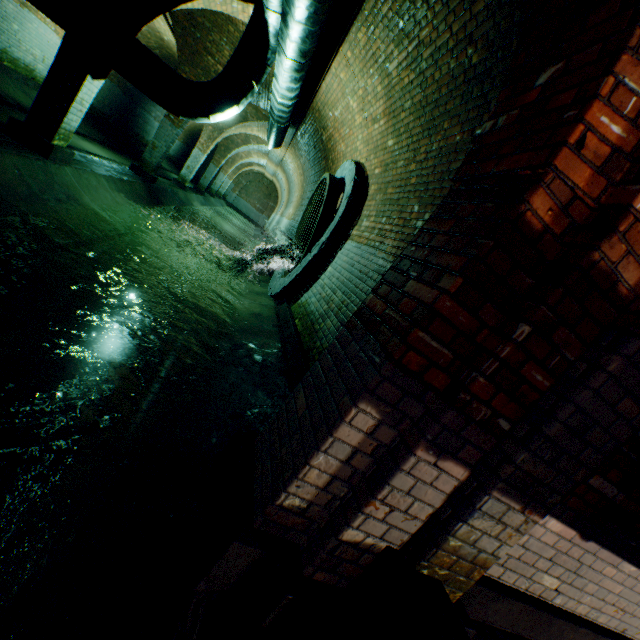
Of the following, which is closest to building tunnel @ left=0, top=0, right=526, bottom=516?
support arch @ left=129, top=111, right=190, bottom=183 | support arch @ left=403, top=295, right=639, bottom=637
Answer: support arch @ left=129, top=111, right=190, bottom=183

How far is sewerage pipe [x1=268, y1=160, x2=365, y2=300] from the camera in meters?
5.7

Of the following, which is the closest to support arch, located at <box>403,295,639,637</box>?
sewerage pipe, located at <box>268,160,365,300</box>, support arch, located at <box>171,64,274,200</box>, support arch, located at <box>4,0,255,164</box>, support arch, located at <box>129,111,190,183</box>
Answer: support arch, located at <box>4,0,255,164</box>

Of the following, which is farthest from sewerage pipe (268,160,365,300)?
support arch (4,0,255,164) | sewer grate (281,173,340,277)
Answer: support arch (4,0,255,164)

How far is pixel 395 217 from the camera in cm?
418

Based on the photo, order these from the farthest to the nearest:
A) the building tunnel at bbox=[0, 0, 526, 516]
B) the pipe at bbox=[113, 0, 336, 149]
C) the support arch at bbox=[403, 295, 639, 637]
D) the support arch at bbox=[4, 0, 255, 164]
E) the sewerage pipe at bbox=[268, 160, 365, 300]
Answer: the sewerage pipe at bbox=[268, 160, 365, 300]
the support arch at bbox=[4, 0, 255, 164]
the pipe at bbox=[113, 0, 336, 149]
the building tunnel at bbox=[0, 0, 526, 516]
the support arch at bbox=[403, 295, 639, 637]

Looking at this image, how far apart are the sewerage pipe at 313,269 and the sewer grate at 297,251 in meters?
0.0

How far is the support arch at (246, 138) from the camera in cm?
1243
